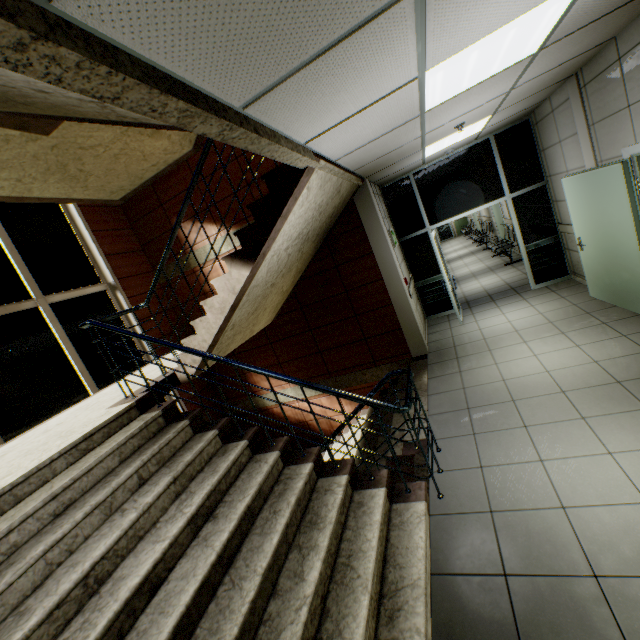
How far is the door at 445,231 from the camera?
21.5m

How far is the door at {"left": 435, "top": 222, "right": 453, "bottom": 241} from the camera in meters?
21.5 m

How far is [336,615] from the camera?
2.0 meters

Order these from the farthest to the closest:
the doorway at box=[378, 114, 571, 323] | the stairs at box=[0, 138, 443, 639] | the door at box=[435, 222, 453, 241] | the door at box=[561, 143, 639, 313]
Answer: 1. the door at box=[435, 222, 453, 241]
2. the doorway at box=[378, 114, 571, 323]
3. the door at box=[561, 143, 639, 313]
4. the stairs at box=[0, 138, 443, 639]

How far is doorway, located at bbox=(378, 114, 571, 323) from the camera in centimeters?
626cm

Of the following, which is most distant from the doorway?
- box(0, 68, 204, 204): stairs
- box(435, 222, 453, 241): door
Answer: box(435, 222, 453, 241): door

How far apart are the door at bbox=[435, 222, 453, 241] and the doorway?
16.0m

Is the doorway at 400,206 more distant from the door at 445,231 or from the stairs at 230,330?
the door at 445,231
